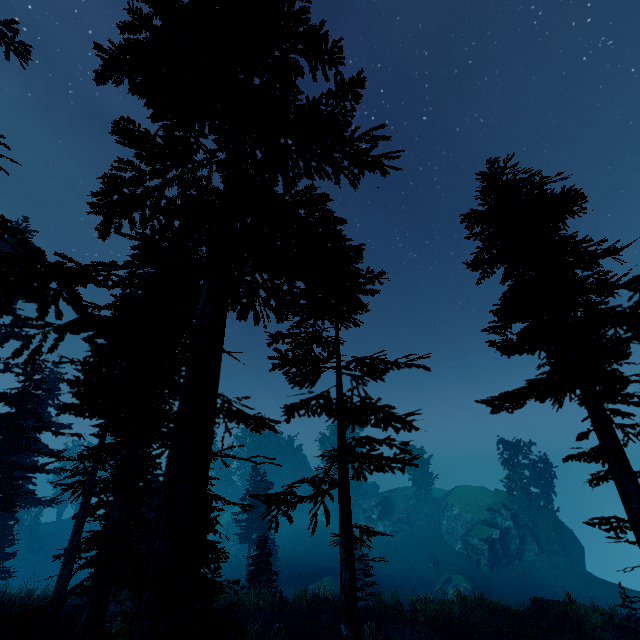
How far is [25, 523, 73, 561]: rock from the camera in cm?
4922

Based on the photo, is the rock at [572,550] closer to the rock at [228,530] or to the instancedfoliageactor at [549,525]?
the instancedfoliageactor at [549,525]

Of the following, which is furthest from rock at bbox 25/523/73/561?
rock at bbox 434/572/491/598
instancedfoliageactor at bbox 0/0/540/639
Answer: rock at bbox 434/572/491/598

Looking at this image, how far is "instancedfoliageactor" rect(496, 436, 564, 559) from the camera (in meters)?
36.59

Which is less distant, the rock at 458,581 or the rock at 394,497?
the rock at 458,581

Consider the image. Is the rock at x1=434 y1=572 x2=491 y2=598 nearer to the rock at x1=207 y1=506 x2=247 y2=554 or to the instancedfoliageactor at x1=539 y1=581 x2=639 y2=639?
the instancedfoliageactor at x1=539 y1=581 x2=639 y2=639

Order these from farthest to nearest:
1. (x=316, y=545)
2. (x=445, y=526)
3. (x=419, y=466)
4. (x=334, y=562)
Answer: (x=419, y=466), (x=316, y=545), (x=445, y=526), (x=334, y=562)

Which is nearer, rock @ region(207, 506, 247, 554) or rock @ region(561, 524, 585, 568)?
rock @ region(561, 524, 585, 568)
